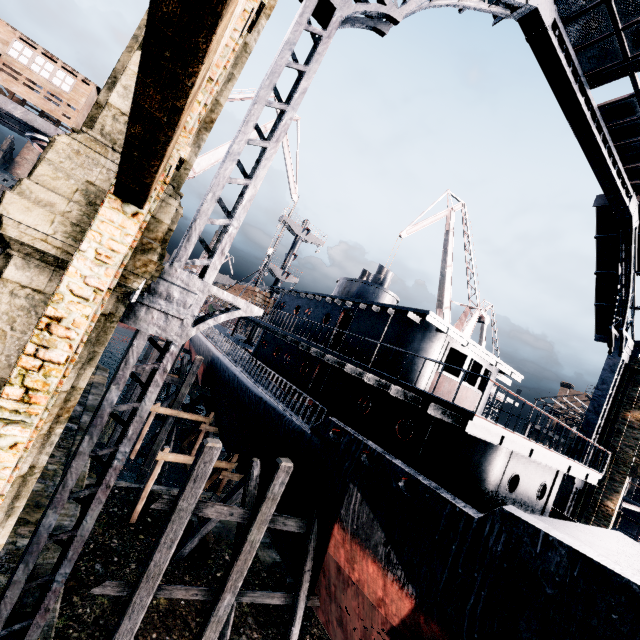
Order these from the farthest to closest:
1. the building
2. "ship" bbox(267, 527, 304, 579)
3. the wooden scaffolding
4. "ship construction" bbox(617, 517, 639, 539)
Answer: "ship construction" bbox(617, 517, 639, 539)
"ship" bbox(267, 527, 304, 579)
the wooden scaffolding
the building

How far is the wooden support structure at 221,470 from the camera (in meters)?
17.95

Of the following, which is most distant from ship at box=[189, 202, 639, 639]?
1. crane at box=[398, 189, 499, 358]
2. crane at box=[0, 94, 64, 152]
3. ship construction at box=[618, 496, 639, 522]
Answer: ship construction at box=[618, 496, 639, 522]

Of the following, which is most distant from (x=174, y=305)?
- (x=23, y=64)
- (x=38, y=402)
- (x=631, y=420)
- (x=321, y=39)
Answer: (x=631, y=420)

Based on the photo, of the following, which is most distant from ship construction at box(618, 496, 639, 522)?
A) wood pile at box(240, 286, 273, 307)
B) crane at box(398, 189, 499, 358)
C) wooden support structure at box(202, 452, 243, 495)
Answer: wooden support structure at box(202, 452, 243, 495)

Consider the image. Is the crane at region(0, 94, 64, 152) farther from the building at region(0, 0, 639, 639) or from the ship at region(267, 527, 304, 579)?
the building at region(0, 0, 639, 639)

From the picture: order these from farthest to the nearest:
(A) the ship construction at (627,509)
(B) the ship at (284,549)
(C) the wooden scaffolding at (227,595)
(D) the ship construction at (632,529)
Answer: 1. (D) the ship construction at (632,529)
2. (A) the ship construction at (627,509)
3. (B) the ship at (284,549)
4. (C) the wooden scaffolding at (227,595)

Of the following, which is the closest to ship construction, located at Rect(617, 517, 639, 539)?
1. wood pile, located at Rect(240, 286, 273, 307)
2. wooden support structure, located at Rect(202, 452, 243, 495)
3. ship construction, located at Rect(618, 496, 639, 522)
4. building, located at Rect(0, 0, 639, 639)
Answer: ship construction, located at Rect(618, 496, 639, 522)
